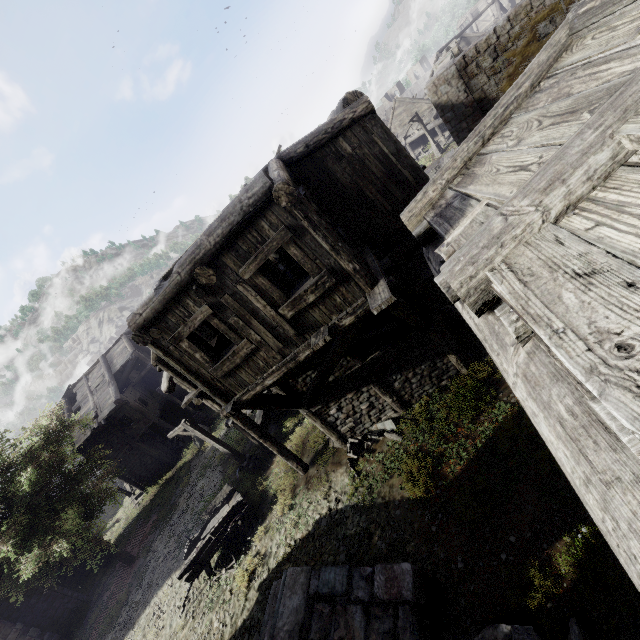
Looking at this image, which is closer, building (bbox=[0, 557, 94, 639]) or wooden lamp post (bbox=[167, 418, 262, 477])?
wooden lamp post (bbox=[167, 418, 262, 477])

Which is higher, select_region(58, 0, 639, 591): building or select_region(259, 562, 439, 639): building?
select_region(58, 0, 639, 591): building

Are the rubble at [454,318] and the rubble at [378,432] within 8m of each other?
yes

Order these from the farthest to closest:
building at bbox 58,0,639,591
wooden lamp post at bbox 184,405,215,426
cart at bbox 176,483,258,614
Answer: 1. wooden lamp post at bbox 184,405,215,426
2. cart at bbox 176,483,258,614
3. building at bbox 58,0,639,591

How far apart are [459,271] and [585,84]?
1.9 meters

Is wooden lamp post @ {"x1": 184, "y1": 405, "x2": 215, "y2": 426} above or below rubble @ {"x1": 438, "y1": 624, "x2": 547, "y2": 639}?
below

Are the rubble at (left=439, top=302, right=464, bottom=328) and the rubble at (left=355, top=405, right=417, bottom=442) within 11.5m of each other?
yes

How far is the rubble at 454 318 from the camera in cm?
1262
